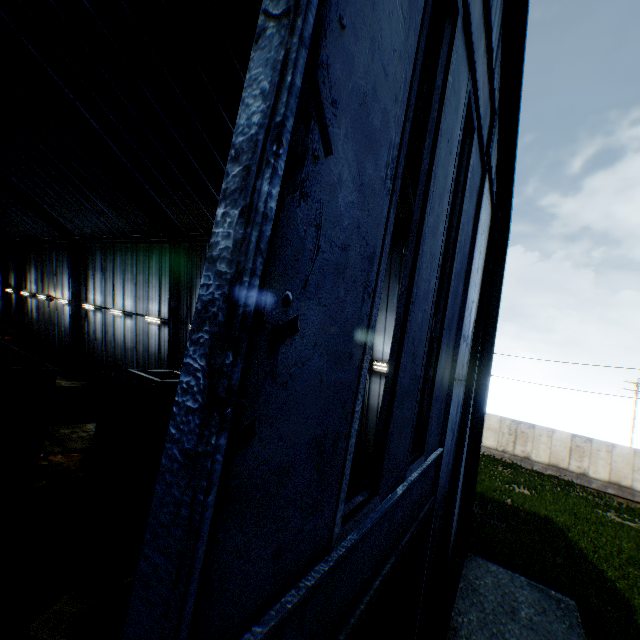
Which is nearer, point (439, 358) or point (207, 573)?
point (207, 573)

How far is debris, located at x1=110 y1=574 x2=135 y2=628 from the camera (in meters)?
6.32

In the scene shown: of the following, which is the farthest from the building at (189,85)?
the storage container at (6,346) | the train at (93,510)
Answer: the storage container at (6,346)

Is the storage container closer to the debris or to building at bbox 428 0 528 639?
building at bbox 428 0 528 639

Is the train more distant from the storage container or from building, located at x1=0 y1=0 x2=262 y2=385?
the storage container

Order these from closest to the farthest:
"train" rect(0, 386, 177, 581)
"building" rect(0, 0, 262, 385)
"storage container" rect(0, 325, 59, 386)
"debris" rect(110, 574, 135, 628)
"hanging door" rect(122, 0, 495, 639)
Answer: "hanging door" rect(122, 0, 495, 639) → "debris" rect(110, 574, 135, 628) → "train" rect(0, 386, 177, 581) → "building" rect(0, 0, 262, 385) → "storage container" rect(0, 325, 59, 386)

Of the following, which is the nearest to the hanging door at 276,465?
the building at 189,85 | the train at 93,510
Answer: the building at 189,85

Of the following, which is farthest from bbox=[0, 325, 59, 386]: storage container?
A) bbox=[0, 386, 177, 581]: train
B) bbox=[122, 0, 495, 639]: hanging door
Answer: bbox=[122, 0, 495, 639]: hanging door
